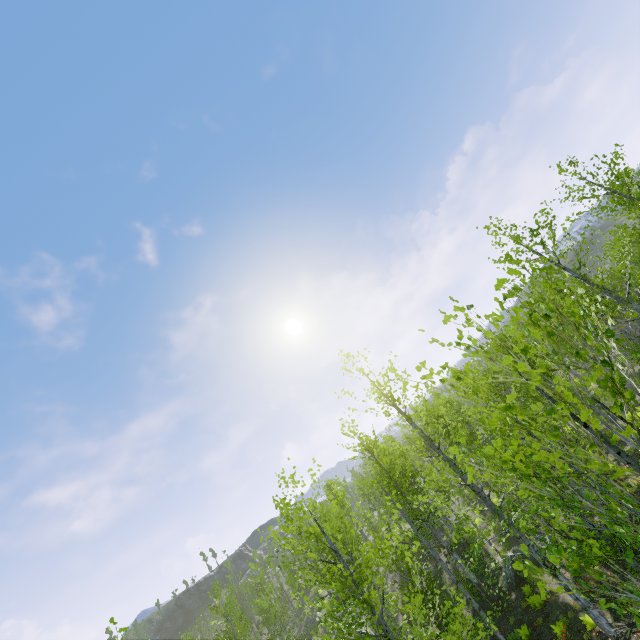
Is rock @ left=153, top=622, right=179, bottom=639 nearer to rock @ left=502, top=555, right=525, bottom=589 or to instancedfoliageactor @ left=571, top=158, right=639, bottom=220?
instancedfoliageactor @ left=571, top=158, right=639, bottom=220

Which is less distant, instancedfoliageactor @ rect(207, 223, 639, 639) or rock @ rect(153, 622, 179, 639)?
instancedfoliageactor @ rect(207, 223, 639, 639)

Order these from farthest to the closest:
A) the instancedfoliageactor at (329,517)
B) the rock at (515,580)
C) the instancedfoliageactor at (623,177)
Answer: the rock at (515,580) < the instancedfoliageactor at (623,177) < the instancedfoliageactor at (329,517)

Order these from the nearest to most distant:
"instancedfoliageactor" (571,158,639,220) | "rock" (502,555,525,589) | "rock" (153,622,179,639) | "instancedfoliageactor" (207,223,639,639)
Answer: "instancedfoliageactor" (207,223,639,639)
"instancedfoliageactor" (571,158,639,220)
"rock" (502,555,525,589)
"rock" (153,622,179,639)

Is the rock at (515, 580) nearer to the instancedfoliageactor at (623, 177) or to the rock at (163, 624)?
the instancedfoliageactor at (623, 177)

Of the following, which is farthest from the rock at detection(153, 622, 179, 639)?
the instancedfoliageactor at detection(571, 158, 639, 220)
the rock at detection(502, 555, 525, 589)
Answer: the rock at detection(502, 555, 525, 589)

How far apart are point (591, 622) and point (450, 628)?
9.1m
